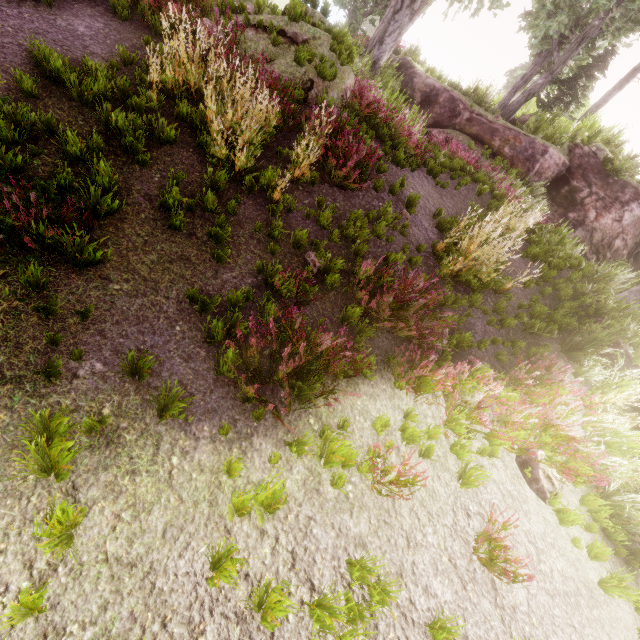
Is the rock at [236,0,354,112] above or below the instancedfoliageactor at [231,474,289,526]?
above

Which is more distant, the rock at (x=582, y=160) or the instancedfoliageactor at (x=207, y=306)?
the rock at (x=582, y=160)

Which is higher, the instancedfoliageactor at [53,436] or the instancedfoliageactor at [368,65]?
the instancedfoliageactor at [368,65]

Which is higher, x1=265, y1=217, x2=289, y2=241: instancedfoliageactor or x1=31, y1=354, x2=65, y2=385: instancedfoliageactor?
x1=265, y1=217, x2=289, y2=241: instancedfoliageactor

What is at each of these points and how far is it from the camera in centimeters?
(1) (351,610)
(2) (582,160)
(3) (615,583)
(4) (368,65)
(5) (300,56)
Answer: (1) instancedfoliageactor, 266cm
(2) rock, 1526cm
(3) instancedfoliageactor, 455cm
(4) instancedfoliageactor, 1309cm
(5) instancedfoliageactor, 731cm

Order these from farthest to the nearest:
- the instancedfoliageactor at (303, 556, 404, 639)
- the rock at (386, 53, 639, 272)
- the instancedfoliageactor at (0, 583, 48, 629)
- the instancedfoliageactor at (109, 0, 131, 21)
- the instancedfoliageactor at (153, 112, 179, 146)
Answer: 1. the rock at (386, 53, 639, 272)
2. the instancedfoliageactor at (109, 0, 131, 21)
3. the instancedfoliageactor at (153, 112, 179, 146)
4. the instancedfoliageactor at (303, 556, 404, 639)
5. the instancedfoliageactor at (0, 583, 48, 629)

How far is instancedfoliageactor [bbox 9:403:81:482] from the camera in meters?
2.3 m
